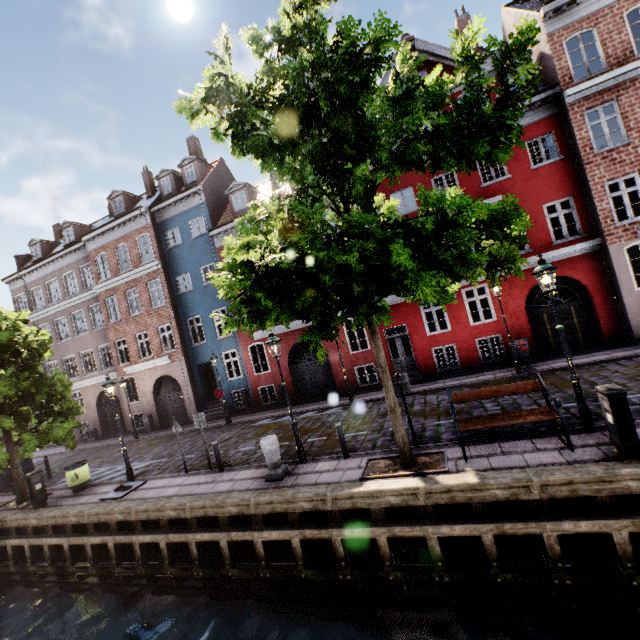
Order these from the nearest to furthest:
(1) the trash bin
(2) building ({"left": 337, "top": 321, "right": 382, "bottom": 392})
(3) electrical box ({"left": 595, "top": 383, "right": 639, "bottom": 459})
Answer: (3) electrical box ({"left": 595, "top": 383, "right": 639, "bottom": 459})
(1) the trash bin
(2) building ({"left": 337, "top": 321, "right": 382, "bottom": 392})

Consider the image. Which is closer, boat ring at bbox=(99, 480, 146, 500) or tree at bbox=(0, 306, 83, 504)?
boat ring at bbox=(99, 480, 146, 500)

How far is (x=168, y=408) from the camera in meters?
21.1 m

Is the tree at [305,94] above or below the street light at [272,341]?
above

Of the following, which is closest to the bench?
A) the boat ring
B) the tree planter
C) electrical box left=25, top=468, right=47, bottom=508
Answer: the tree planter

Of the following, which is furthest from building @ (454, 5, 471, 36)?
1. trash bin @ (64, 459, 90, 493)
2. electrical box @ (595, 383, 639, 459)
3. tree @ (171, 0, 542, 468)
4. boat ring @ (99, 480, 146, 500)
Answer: electrical box @ (595, 383, 639, 459)

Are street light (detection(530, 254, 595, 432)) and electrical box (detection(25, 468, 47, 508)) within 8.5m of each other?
no

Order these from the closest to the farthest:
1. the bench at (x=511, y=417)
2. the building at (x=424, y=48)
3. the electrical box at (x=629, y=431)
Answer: the electrical box at (x=629, y=431) → the bench at (x=511, y=417) → the building at (x=424, y=48)
